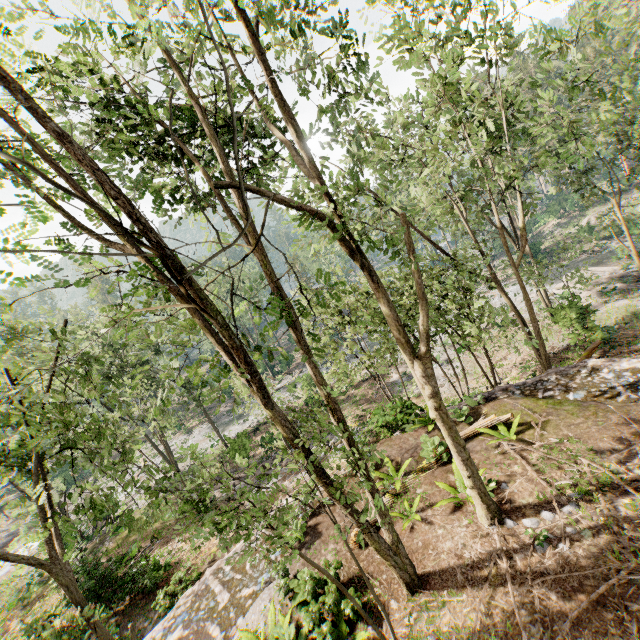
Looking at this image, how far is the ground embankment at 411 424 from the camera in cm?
1323

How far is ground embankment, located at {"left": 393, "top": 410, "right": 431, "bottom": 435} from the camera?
13.2 meters

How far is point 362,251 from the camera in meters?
7.0

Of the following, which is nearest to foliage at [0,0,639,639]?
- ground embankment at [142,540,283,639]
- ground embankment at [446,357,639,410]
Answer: ground embankment at [446,357,639,410]

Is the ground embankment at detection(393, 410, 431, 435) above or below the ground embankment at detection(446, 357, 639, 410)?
above

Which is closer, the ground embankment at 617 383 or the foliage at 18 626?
the foliage at 18 626

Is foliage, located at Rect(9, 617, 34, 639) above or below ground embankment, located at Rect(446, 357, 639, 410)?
below
